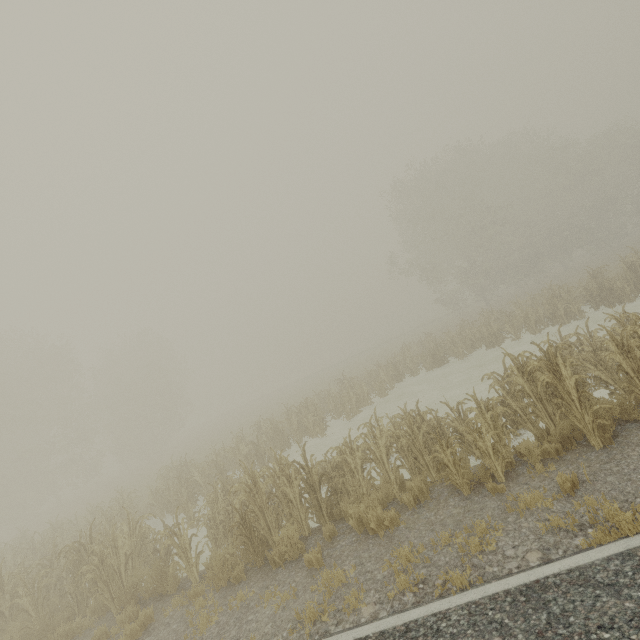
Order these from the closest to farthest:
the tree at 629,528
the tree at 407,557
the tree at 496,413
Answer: the tree at 629,528
the tree at 407,557
the tree at 496,413

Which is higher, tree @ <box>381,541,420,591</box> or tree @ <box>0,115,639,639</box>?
tree @ <box>0,115,639,639</box>

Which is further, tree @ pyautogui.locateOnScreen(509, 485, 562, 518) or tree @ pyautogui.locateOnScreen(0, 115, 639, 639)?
tree @ pyautogui.locateOnScreen(0, 115, 639, 639)

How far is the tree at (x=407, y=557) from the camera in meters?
4.6 m

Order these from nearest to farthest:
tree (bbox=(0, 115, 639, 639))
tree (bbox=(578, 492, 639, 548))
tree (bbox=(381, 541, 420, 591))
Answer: tree (bbox=(578, 492, 639, 548))
tree (bbox=(381, 541, 420, 591))
tree (bbox=(0, 115, 639, 639))

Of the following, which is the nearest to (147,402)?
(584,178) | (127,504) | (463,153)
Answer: (127,504)
